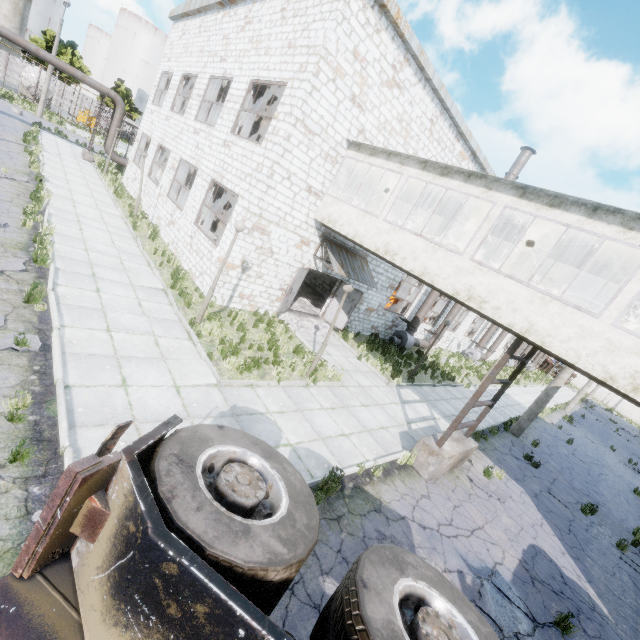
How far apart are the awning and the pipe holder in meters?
6.6

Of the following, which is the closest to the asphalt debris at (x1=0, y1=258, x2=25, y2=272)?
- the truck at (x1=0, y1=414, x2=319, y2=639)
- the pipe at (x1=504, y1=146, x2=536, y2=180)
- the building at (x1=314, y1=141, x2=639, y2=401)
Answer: the truck at (x1=0, y1=414, x2=319, y2=639)

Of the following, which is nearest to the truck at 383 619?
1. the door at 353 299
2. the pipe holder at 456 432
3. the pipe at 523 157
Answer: the pipe holder at 456 432

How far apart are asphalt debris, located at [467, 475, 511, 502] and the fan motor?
9.1m

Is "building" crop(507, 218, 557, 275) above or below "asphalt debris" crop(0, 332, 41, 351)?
above

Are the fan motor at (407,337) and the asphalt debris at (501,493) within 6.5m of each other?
no

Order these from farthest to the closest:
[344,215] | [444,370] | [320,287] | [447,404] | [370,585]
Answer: [320,287], [444,370], [447,404], [344,215], [370,585]

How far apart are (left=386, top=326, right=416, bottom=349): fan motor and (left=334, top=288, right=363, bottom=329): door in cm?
475
